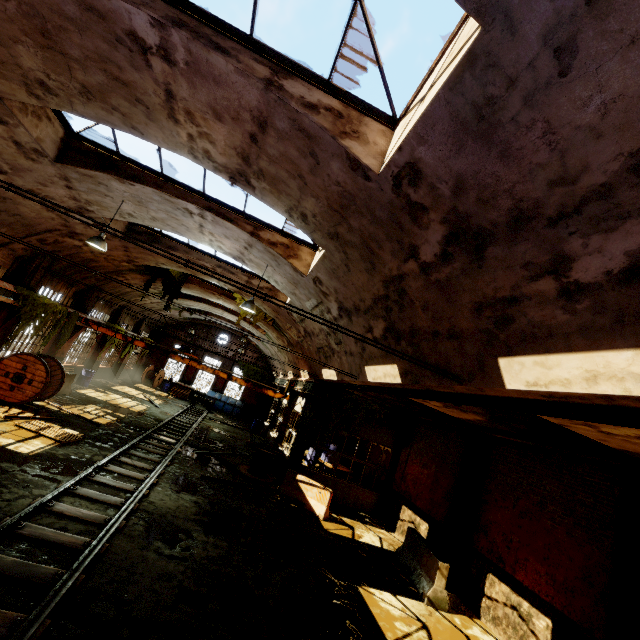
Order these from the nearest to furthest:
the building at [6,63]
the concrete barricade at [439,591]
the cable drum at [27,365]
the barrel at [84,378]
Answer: the building at [6,63], the concrete barricade at [439,591], the cable drum at [27,365], the barrel at [84,378]

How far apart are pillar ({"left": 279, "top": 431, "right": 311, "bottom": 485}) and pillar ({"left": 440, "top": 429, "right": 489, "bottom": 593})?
6.3m

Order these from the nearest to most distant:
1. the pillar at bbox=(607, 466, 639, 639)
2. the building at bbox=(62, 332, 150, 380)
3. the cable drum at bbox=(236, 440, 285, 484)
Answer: the pillar at bbox=(607, 466, 639, 639) → the cable drum at bbox=(236, 440, 285, 484) → the building at bbox=(62, 332, 150, 380)

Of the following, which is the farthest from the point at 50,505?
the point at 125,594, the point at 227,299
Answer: the point at 227,299

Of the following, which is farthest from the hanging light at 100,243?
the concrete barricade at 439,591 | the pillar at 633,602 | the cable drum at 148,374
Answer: the cable drum at 148,374

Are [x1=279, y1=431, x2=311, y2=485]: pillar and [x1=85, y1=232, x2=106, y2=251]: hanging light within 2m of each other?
no

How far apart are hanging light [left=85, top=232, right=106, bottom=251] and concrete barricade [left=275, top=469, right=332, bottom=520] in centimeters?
1045cm

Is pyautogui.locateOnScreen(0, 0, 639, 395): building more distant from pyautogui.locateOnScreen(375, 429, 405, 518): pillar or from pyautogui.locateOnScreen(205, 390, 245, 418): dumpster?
pyautogui.locateOnScreen(375, 429, 405, 518): pillar
